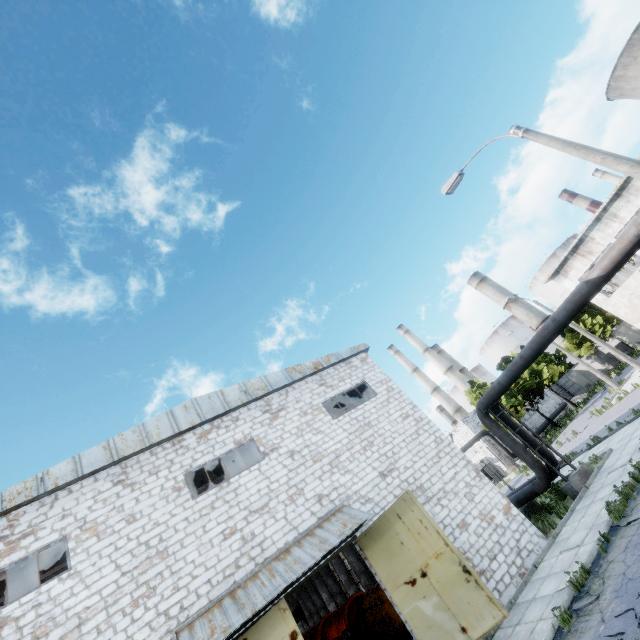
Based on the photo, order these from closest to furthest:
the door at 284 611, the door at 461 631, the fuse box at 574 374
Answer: the door at 284 611 → the door at 461 631 → the fuse box at 574 374

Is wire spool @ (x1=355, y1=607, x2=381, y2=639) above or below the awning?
below

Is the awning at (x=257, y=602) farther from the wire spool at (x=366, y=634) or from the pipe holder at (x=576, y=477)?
the wire spool at (x=366, y=634)

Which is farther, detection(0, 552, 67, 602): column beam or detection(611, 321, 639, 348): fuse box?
detection(611, 321, 639, 348): fuse box

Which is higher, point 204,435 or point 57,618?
point 204,435

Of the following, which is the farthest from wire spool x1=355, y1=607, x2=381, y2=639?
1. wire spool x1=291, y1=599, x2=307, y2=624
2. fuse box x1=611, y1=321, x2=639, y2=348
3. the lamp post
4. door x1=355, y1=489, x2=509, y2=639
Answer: fuse box x1=611, y1=321, x2=639, y2=348

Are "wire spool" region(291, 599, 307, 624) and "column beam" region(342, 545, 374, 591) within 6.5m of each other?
yes

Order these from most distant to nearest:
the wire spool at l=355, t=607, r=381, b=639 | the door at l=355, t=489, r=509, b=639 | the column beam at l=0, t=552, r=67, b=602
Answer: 1. the wire spool at l=355, t=607, r=381, b=639
2. the column beam at l=0, t=552, r=67, b=602
3. the door at l=355, t=489, r=509, b=639
